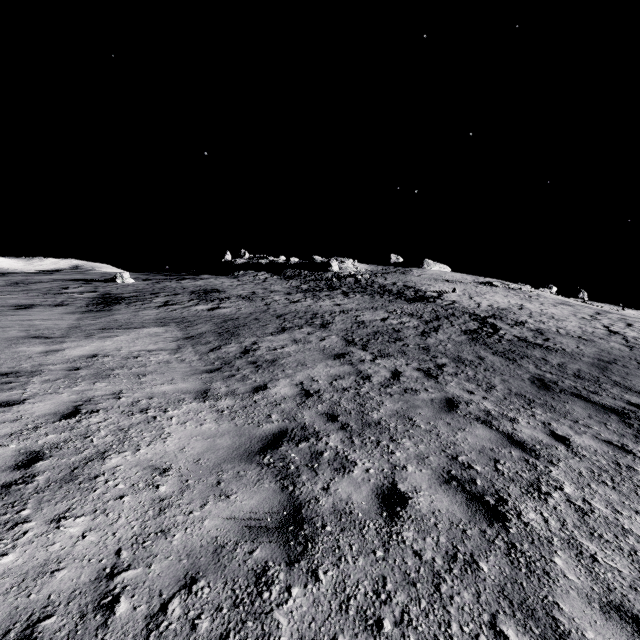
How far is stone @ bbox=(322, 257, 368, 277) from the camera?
43.1m

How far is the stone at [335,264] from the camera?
43.06m

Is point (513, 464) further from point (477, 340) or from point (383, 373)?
point (477, 340)
